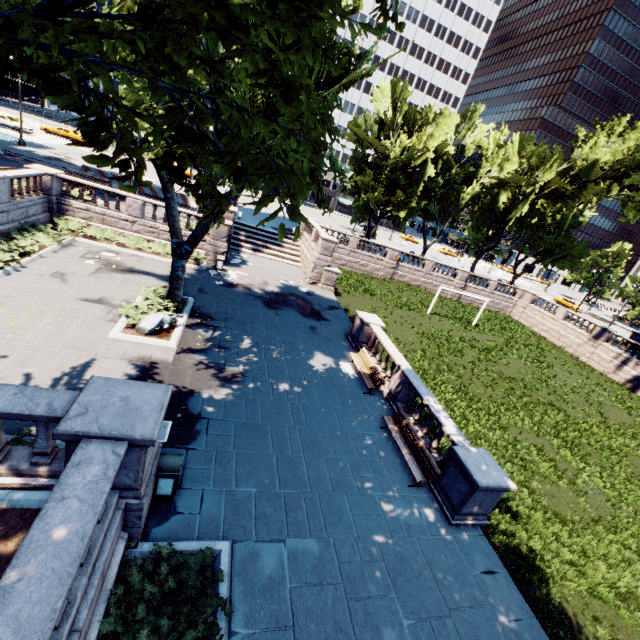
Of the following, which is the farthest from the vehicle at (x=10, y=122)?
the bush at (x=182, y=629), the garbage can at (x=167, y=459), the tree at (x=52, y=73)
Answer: the bush at (x=182, y=629)

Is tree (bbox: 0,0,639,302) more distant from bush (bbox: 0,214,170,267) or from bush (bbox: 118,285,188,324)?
bush (bbox: 0,214,170,267)

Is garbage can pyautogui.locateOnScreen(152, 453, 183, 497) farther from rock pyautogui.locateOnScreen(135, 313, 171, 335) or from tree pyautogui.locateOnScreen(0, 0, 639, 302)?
rock pyautogui.locateOnScreen(135, 313, 171, 335)

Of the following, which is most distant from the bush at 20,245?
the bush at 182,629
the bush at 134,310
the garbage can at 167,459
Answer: the bush at 182,629

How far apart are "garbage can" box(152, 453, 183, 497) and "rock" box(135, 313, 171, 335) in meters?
6.7 m

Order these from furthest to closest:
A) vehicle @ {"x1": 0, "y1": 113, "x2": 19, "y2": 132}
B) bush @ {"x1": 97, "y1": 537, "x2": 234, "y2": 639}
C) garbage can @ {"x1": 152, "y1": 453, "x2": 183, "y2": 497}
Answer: vehicle @ {"x1": 0, "y1": 113, "x2": 19, "y2": 132} < garbage can @ {"x1": 152, "y1": 453, "x2": 183, "y2": 497} < bush @ {"x1": 97, "y1": 537, "x2": 234, "y2": 639}

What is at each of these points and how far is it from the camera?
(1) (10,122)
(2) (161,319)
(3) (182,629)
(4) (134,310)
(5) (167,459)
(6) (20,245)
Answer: (1) vehicle, 37.7m
(2) rock, 13.5m
(3) bush, 5.4m
(4) bush, 13.7m
(5) garbage can, 7.4m
(6) bush, 15.2m

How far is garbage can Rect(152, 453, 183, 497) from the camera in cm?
727
